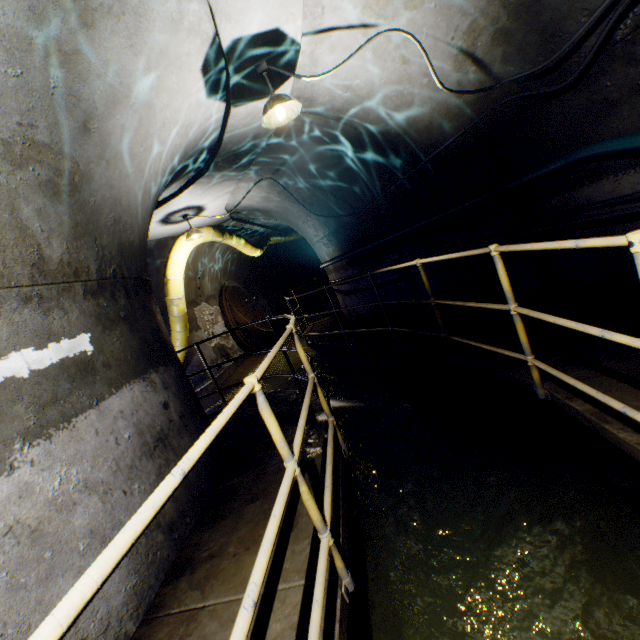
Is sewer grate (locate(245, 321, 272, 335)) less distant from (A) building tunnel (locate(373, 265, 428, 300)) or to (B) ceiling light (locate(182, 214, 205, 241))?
(A) building tunnel (locate(373, 265, 428, 300))

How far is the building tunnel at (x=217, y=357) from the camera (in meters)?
10.28

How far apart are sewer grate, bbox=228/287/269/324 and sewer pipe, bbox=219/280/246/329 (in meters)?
0.00

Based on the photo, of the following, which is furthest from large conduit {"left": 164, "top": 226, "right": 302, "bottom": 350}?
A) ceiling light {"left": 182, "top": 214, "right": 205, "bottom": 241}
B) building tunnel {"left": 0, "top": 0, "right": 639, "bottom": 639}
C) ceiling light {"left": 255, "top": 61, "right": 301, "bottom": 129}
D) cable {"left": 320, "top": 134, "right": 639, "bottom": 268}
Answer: ceiling light {"left": 255, "top": 61, "right": 301, "bottom": 129}

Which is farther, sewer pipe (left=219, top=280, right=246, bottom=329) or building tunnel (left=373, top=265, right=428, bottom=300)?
sewer pipe (left=219, top=280, right=246, bottom=329)

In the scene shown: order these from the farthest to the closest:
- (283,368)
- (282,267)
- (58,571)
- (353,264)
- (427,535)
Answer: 1. (282,267)
2. (283,368)
3. (353,264)
4. (427,535)
5. (58,571)

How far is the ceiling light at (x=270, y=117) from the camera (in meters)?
3.21

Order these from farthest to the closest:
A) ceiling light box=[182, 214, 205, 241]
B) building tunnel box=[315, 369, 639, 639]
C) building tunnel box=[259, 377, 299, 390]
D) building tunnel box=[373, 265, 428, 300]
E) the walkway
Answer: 1. building tunnel box=[259, 377, 299, 390]
2. ceiling light box=[182, 214, 205, 241]
3. building tunnel box=[373, 265, 428, 300]
4. building tunnel box=[315, 369, 639, 639]
5. the walkway
